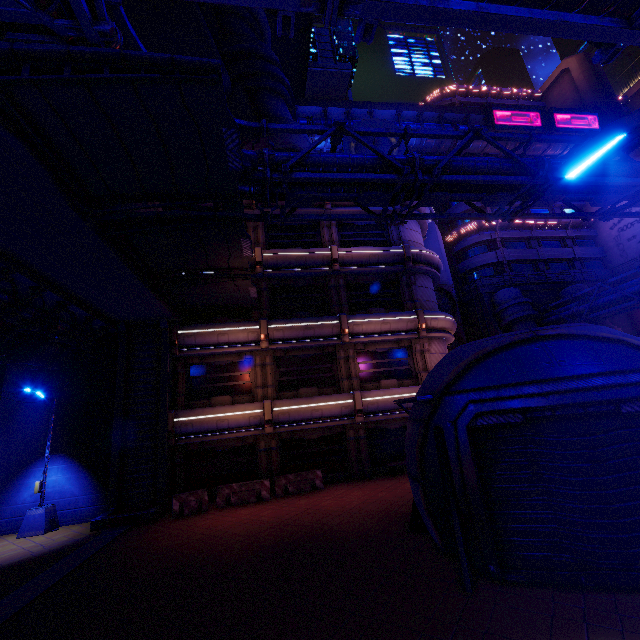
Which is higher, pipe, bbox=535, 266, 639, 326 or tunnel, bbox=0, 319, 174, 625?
pipe, bbox=535, 266, 639, 326

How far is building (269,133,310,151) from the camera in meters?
19.7 m

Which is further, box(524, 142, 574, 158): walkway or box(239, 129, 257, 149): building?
box(524, 142, 574, 158): walkway

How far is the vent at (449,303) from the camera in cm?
2948

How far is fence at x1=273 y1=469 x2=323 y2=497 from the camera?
15.8m

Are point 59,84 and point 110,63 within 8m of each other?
yes

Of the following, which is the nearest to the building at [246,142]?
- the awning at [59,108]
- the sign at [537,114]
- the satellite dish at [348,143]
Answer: the satellite dish at [348,143]

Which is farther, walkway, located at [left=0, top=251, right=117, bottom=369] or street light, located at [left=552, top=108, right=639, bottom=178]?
walkway, located at [left=0, top=251, right=117, bottom=369]
